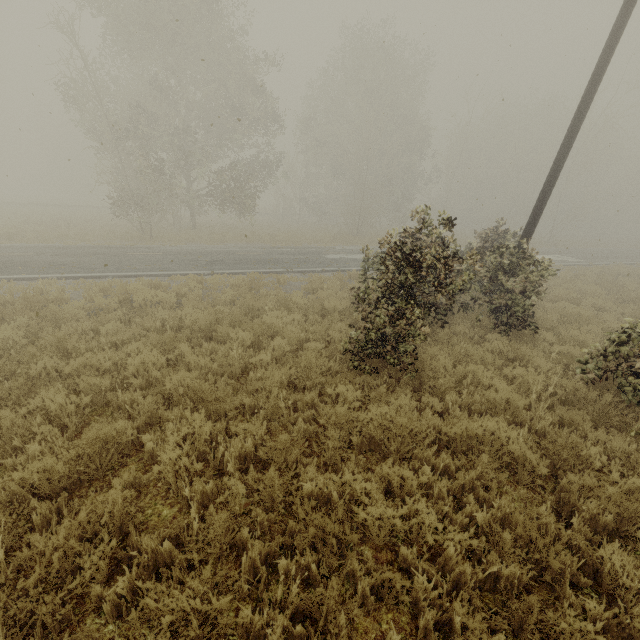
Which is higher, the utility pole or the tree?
the utility pole

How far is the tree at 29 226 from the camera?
18.66m

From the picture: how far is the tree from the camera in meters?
18.7

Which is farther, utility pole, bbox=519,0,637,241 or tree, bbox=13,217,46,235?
tree, bbox=13,217,46,235

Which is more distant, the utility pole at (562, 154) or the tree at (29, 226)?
the tree at (29, 226)

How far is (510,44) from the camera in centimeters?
1391cm
